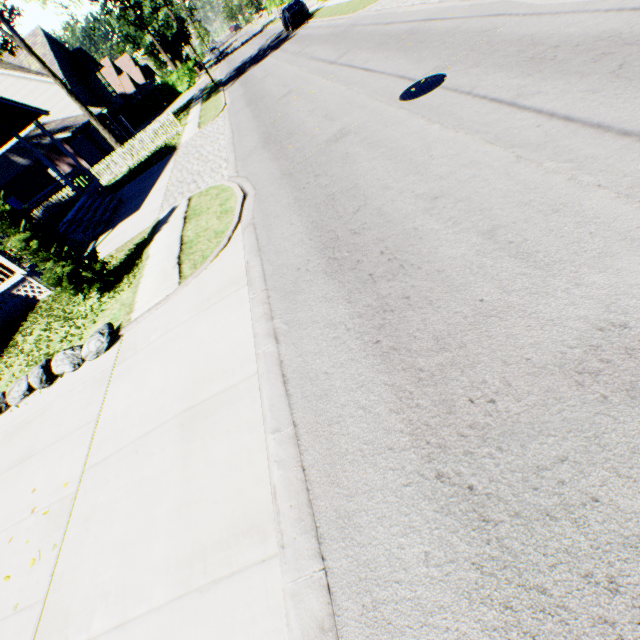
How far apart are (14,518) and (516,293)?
7.8 meters

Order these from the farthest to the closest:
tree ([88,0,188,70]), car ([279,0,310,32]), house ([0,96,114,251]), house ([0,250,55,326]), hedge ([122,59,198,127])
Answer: hedge ([122,59,198,127]) → tree ([88,0,188,70]) → car ([279,0,310,32]) → house ([0,96,114,251]) → house ([0,250,55,326])

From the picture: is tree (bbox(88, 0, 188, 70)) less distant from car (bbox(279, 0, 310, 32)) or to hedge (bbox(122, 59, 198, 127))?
hedge (bbox(122, 59, 198, 127))

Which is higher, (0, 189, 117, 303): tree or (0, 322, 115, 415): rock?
(0, 189, 117, 303): tree

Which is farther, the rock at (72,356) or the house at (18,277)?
the house at (18,277)

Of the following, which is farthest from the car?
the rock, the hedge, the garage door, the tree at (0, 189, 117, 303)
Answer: the rock

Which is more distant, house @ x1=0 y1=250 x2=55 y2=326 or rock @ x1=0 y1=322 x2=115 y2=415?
house @ x1=0 y1=250 x2=55 y2=326

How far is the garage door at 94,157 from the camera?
28.3m
